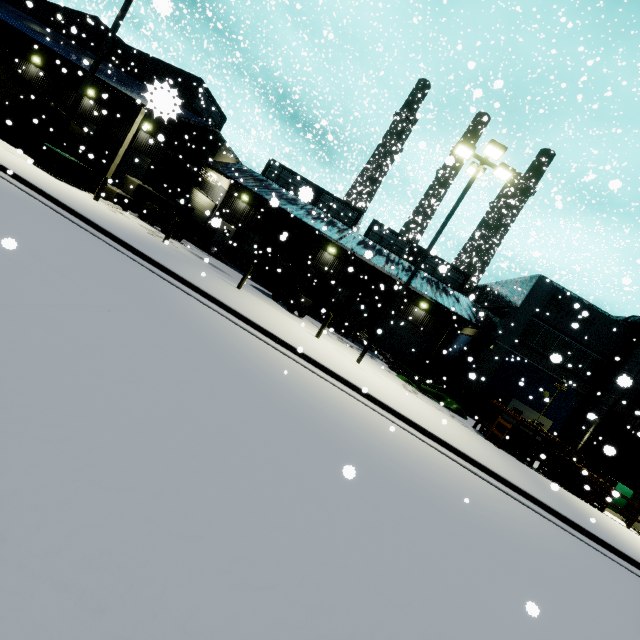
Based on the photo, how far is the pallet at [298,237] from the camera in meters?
19.0 m

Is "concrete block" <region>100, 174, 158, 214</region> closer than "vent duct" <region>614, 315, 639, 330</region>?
Yes

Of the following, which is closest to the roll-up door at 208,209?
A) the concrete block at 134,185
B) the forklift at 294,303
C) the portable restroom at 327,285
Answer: the concrete block at 134,185

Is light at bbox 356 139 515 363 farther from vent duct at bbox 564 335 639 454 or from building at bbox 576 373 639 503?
vent duct at bbox 564 335 639 454

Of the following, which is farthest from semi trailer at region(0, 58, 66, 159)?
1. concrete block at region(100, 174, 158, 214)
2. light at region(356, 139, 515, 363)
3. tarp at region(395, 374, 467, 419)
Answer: tarp at region(395, 374, 467, 419)

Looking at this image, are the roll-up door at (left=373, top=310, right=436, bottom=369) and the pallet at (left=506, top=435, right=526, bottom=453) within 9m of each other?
no

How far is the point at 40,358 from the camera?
3.2 meters

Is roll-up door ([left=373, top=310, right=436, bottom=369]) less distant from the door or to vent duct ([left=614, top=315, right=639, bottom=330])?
the door
